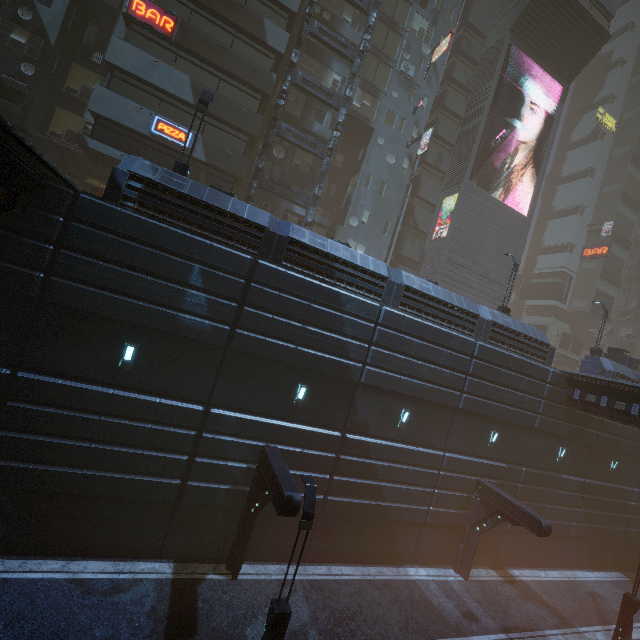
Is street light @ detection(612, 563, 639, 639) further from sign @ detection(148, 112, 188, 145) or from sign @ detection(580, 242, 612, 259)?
sign @ detection(580, 242, 612, 259)

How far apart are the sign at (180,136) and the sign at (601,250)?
54.31m

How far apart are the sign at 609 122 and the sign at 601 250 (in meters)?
17.81

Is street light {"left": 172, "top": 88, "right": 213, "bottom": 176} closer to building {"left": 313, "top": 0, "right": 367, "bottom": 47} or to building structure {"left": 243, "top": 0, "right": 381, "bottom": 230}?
building {"left": 313, "top": 0, "right": 367, "bottom": 47}

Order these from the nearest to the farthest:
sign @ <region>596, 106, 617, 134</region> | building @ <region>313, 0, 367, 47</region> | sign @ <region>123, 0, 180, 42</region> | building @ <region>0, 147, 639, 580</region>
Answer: building @ <region>0, 147, 639, 580</region> → sign @ <region>123, 0, 180, 42</region> → building @ <region>313, 0, 367, 47</region> → sign @ <region>596, 106, 617, 134</region>

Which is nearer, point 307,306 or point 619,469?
point 307,306

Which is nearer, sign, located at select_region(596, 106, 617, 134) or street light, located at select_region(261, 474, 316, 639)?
street light, located at select_region(261, 474, 316, 639)

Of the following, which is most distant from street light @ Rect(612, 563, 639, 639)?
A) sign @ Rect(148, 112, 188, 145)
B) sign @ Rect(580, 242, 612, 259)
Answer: sign @ Rect(580, 242, 612, 259)
